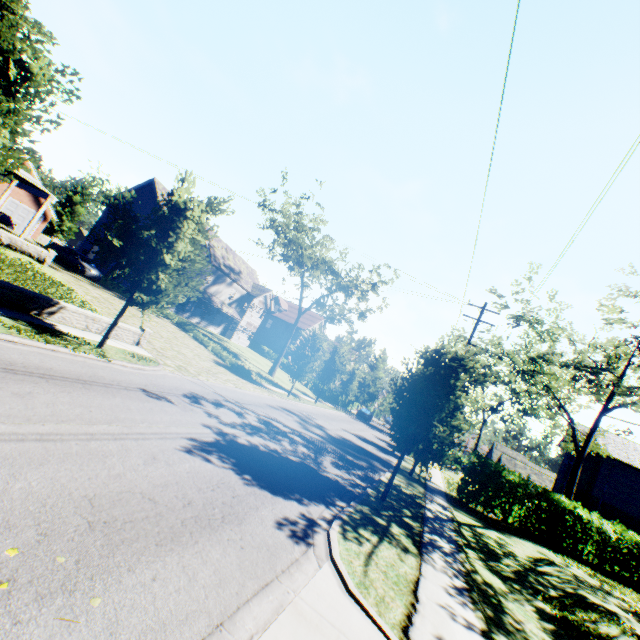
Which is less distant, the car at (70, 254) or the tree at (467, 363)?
the tree at (467, 363)

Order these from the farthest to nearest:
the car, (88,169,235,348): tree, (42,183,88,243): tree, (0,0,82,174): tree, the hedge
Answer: (42,183,88,243): tree
the car
the hedge
(88,169,235,348): tree
(0,0,82,174): tree

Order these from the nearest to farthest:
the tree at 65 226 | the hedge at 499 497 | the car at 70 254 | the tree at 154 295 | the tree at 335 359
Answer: the tree at 154 295 < the hedge at 499 497 < the car at 70 254 < the tree at 335 359 < the tree at 65 226

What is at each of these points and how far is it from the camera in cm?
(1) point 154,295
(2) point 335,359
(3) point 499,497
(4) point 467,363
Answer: (1) tree, 1173
(2) tree, 3441
(3) hedge, 1900
(4) tree, 1083

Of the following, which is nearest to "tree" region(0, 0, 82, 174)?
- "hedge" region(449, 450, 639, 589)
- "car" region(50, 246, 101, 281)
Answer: "hedge" region(449, 450, 639, 589)

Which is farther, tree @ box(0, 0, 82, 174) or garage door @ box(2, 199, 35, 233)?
garage door @ box(2, 199, 35, 233)

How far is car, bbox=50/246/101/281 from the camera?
26.2m

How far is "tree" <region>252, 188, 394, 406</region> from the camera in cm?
2703
